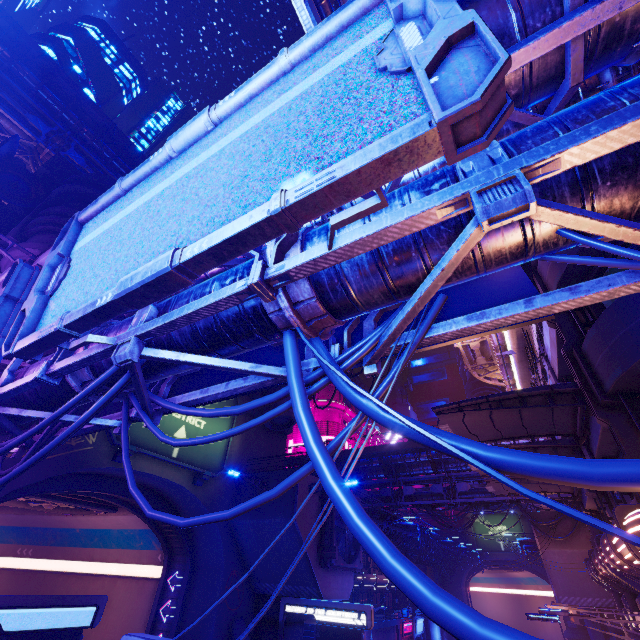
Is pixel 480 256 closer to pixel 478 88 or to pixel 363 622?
pixel 478 88

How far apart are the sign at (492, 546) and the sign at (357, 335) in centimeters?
6287cm

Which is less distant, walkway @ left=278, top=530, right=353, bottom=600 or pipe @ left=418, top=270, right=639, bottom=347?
pipe @ left=418, top=270, right=639, bottom=347

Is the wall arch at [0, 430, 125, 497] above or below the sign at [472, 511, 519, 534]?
below

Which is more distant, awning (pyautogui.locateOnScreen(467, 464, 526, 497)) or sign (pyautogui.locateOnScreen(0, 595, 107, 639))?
awning (pyautogui.locateOnScreen(467, 464, 526, 497))

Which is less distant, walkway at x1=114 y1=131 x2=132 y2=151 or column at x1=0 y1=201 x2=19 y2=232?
column at x1=0 y1=201 x2=19 y2=232

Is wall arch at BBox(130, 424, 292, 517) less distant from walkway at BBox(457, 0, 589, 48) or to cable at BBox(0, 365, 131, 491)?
walkway at BBox(457, 0, 589, 48)

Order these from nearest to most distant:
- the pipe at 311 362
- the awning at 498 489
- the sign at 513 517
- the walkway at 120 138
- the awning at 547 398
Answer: the pipe at 311 362 < the awning at 547 398 < the awning at 498 489 < the walkway at 120 138 < the sign at 513 517
